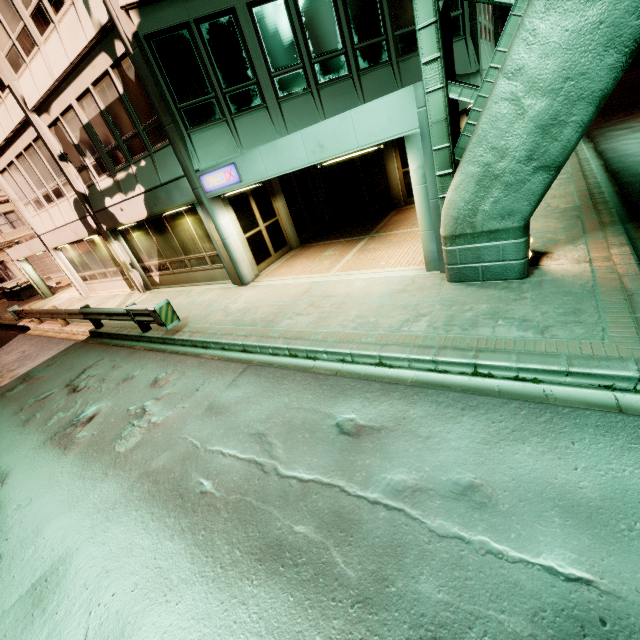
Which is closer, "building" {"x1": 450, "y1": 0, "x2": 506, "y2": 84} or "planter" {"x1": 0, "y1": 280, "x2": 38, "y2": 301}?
"building" {"x1": 450, "y1": 0, "x2": 506, "y2": 84}

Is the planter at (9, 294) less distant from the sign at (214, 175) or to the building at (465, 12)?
the building at (465, 12)

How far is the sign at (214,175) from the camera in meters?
8.7 m

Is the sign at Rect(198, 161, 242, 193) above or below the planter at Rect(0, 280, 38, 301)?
above

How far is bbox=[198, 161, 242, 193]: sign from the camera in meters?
8.7

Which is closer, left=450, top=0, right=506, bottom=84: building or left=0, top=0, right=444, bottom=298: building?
left=0, top=0, right=444, bottom=298: building

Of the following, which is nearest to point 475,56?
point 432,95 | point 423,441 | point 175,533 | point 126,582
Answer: point 432,95

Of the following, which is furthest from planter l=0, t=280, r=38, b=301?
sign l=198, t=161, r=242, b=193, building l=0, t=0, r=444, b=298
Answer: sign l=198, t=161, r=242, b=193
